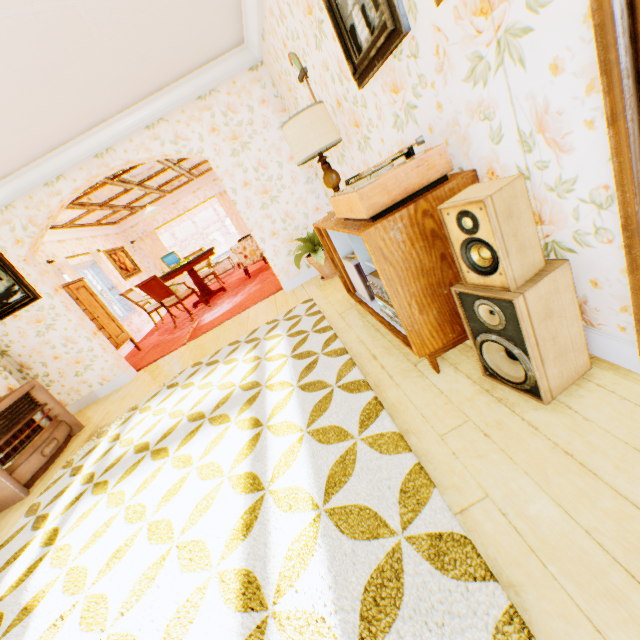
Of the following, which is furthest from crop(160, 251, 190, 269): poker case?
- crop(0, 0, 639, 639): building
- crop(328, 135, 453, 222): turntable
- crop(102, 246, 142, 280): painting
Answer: crop(328, 135, 453, 222): turntable

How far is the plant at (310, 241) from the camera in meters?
4.5

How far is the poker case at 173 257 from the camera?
8.09m

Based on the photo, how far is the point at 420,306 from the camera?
1.73m

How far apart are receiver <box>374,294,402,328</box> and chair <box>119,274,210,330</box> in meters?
5.6 m

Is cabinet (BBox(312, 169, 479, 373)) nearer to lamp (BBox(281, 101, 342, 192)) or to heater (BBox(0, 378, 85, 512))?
lamp (BBox(281, 101, 342, 192))

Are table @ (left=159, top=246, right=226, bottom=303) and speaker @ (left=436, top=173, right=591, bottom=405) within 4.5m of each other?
no

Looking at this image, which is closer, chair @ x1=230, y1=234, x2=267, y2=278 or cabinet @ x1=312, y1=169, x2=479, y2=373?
cabinet @ x1=312, y1=169, x2=479, y2=373
